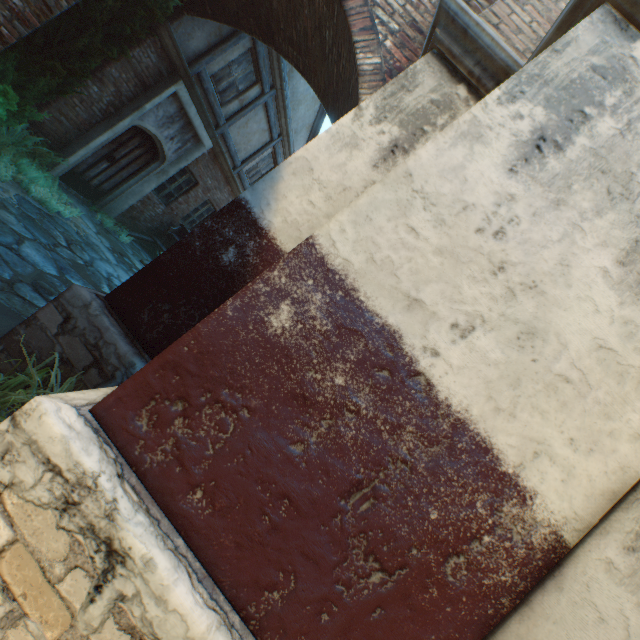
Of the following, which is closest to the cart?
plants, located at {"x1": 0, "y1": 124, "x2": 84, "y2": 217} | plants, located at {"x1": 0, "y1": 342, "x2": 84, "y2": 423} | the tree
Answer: plants, located at {"x1": 0, "y1": 124, "x2": 84, "y2": 217}

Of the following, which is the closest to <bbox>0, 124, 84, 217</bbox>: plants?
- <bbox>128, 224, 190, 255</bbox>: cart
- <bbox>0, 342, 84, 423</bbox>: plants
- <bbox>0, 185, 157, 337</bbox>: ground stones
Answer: <bbox>0, 185, 157, 337</bbox>: ground stones

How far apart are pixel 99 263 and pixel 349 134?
5.6 meters

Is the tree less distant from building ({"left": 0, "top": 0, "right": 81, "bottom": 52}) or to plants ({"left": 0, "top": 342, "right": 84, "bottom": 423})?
building ({"left": 0, "top": 0, "right": 81, "bottom": 52})

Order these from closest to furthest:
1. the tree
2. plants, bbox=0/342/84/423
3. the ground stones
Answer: plants, bbox=0/342/84/423 → the ground stones → the tree

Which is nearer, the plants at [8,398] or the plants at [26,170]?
the plants at [8,398]

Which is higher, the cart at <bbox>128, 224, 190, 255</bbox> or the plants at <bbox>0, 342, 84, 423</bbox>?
the cart at <bbox>128, 224, 190, 255</bbox>

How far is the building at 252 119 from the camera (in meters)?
9.86
